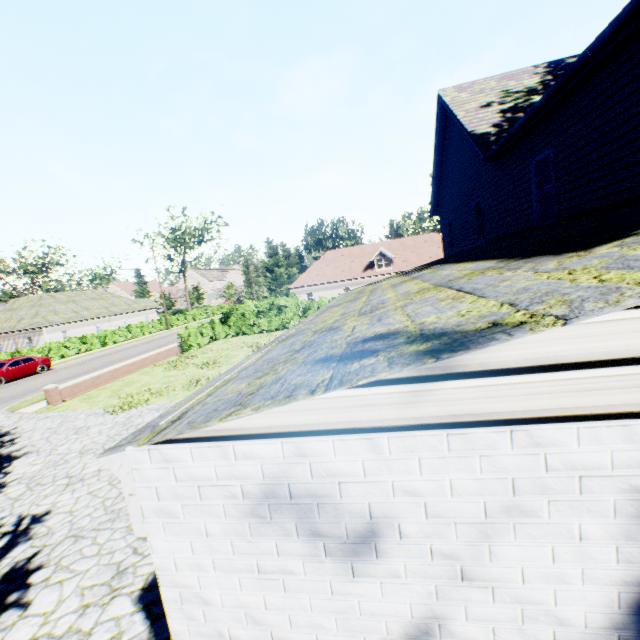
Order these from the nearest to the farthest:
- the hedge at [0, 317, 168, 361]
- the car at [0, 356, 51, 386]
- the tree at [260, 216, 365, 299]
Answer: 1. the car at [0, 356, 51, 386]
2. the hedge at [0, 317, 168, 361]
3. the tree at [260, 216, 365, 299]

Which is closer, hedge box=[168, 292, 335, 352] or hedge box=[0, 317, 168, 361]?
hedge box=[168, 292, 335, 352]

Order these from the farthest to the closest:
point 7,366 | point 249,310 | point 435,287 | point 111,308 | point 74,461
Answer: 1. point 111,308
2. point 249,310
3. point 7,366
4. point 74,461
5. point 435,287

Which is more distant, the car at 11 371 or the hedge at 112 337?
the hedge at 112 337

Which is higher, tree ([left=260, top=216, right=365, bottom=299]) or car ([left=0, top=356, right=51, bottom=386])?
tree ([left=260, top=216, right=365, bottom=299])

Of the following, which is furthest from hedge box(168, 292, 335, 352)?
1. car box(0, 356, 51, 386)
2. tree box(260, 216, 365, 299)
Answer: car box(0, 356, 51, 386)
